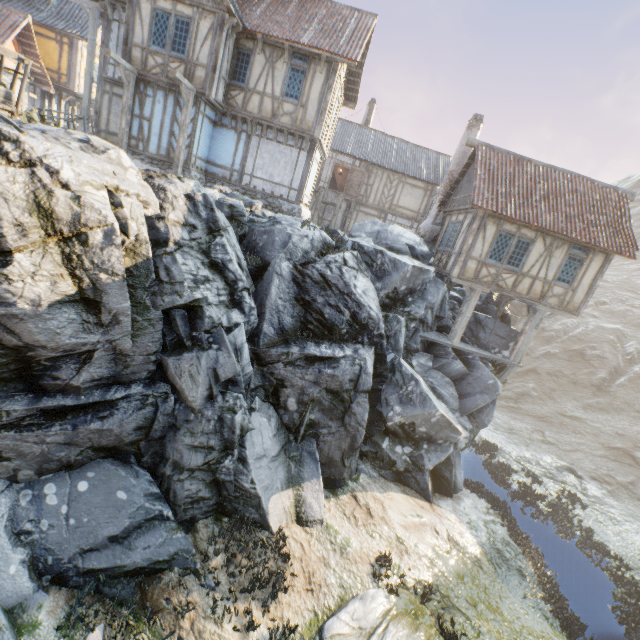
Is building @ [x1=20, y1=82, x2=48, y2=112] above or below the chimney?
above

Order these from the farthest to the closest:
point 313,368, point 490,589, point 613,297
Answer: point 613,297, point 490,589, point 313,368

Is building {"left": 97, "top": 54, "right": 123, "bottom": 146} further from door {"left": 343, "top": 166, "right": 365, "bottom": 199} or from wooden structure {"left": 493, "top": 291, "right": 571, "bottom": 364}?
wooden structure {"left": 493, "top": 291, "right": 571, "bottom": 364}

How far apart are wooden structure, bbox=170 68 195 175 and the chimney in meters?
12.5

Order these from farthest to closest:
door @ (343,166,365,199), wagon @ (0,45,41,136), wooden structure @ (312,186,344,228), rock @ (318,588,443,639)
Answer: door @ (343,166,365,199) < wooden structure @ (312,186,344,228) < rock @ (318,588,443,639) < wagon @ (0,45,41,136)

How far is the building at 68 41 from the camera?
20.5 meters

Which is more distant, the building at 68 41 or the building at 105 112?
the building at 68 41

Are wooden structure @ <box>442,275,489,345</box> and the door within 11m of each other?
no
